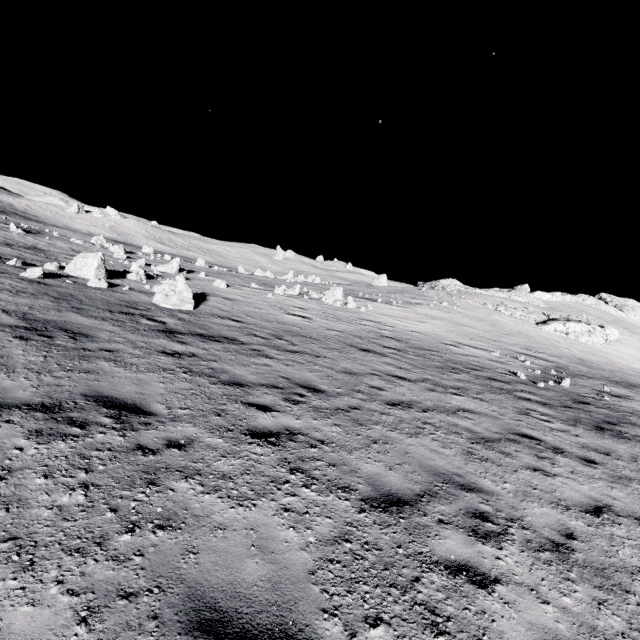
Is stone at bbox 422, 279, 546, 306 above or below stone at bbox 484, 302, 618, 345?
above

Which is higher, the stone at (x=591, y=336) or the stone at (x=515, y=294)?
the stone at (x=515, y=294)

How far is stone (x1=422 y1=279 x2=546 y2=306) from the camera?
55.47m

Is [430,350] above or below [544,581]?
above

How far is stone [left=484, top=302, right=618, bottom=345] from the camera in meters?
40.7

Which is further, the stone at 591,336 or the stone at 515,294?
the stone at 515,294

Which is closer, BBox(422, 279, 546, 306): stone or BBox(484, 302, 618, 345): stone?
BBox(484, 302, 618, 345): stone
